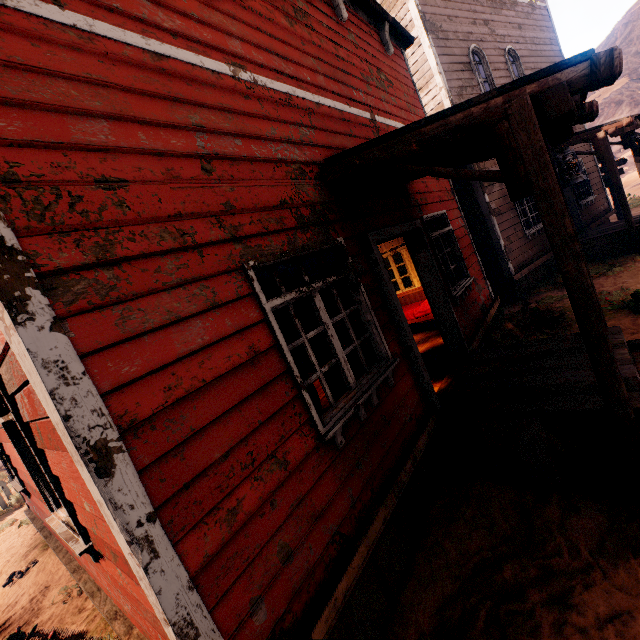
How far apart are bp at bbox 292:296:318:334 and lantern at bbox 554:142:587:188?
2.2m

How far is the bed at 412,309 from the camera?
7.1 meters

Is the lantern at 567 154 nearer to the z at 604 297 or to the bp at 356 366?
the bp at 356 366

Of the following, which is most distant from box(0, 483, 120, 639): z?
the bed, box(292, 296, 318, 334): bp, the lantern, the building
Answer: the lantern

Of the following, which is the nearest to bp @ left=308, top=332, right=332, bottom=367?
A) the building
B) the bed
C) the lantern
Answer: the building

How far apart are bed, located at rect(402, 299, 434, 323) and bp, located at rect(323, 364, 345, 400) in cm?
311

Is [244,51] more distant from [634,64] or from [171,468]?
[634,64]
